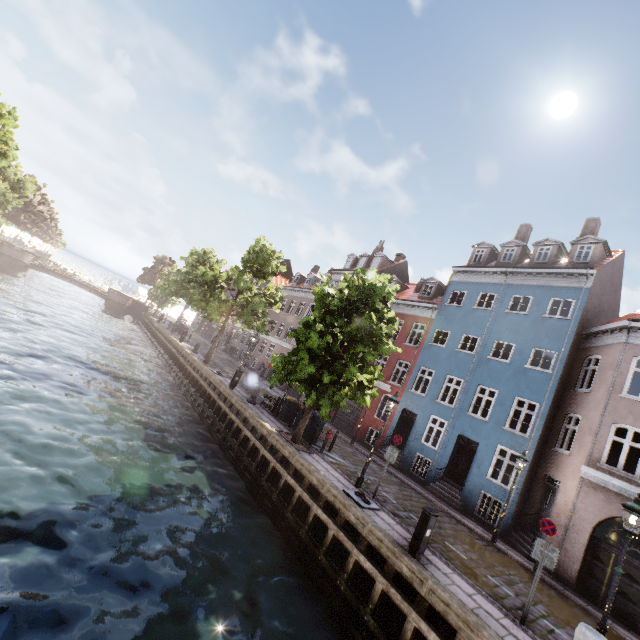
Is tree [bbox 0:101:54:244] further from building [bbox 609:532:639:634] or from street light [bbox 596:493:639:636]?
building [bbox 609:532:639:634]

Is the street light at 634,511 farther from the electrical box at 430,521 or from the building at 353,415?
the electrical box at 430,521

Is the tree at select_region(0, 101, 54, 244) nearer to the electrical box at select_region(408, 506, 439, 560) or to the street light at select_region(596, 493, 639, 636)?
the street light at select_region(596, 493, 639, 636)

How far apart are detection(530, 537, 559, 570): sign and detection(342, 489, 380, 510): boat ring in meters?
4.3

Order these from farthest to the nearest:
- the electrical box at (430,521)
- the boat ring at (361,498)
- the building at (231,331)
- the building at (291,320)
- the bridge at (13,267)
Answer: the building at (231,331)
the bridge at (13,267)
the building at (291,320)
the boat ring at (361,498)
the electrical box at (430,521)

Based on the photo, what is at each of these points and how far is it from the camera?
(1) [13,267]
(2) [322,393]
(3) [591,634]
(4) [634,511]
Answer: (1) bridge, 40.3m
(2) tree, 13.2m
(3) pillar, 6.0m
(4) street light, 6.9m

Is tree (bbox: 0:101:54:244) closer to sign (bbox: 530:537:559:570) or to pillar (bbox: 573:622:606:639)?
pillar (bbox: 573:622:606:639)

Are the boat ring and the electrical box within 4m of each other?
yes
